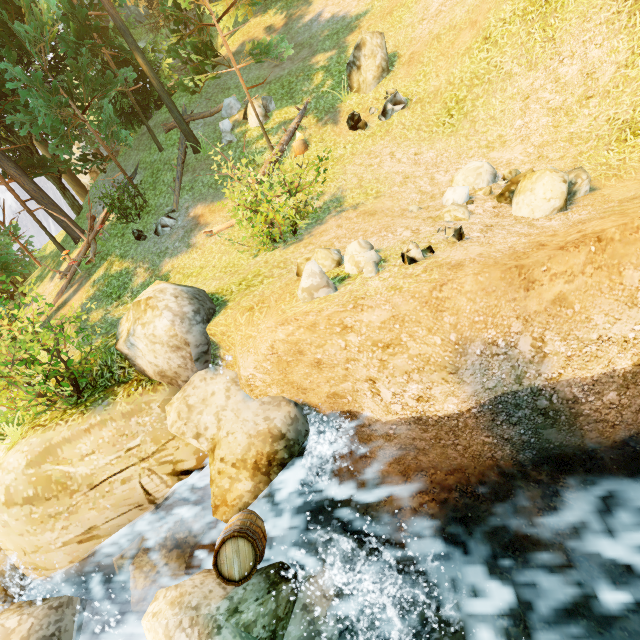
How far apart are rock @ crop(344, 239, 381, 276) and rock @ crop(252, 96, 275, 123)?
10.07m

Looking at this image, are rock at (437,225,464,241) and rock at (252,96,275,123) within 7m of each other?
no

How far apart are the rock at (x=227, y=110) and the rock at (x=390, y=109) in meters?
7.1

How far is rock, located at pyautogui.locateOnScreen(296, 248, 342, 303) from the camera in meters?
4.9 m

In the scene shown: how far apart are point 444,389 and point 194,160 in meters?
14.8 m

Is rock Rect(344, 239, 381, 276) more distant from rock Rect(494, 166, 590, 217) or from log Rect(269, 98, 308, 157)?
log Rect(269, 98, 308, 157)

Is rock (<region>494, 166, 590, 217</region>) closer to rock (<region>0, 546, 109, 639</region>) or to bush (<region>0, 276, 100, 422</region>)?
rock (<region>0, 546, 109, 639</region>)

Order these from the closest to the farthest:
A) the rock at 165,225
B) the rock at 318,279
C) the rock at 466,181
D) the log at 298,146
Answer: the rock at 318,279 < the rock at 466,181 < the log at 298,146 < the rock at 165,225
